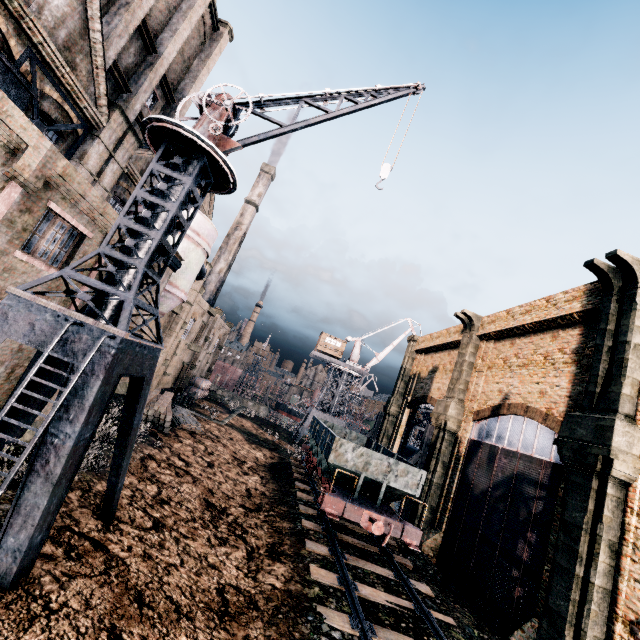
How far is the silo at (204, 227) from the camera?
18.98m

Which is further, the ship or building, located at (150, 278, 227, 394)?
the ship

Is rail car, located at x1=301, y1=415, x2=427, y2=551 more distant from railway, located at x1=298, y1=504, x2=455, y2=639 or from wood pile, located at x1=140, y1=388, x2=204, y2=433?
wood pile, located at x1=140, y1=388, x2=204, y2=433

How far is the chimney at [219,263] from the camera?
56.16m

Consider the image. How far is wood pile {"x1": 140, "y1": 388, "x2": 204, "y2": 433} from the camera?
24.0m

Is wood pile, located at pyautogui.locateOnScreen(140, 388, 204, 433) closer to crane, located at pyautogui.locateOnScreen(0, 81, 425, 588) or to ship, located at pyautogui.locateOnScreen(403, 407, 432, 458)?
crane, located at pyautogui.locateOnScreen(0, 81, 425, 588)

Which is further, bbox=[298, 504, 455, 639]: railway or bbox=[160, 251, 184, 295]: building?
bbox=[160, 251, 184, 295]: building

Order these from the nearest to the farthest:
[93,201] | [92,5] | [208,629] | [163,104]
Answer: [208,629], [93,201], [92,5], [163,104]
